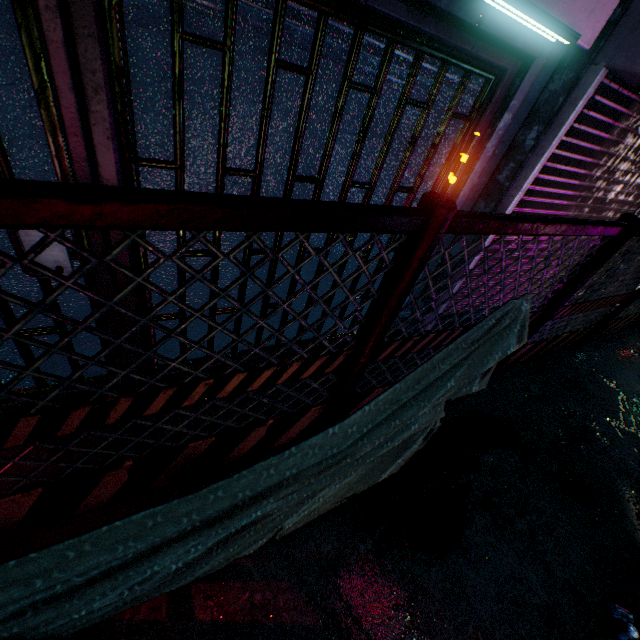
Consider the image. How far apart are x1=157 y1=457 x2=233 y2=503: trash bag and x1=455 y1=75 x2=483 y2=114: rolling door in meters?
2.0

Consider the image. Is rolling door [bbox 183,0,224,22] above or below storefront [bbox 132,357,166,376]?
above

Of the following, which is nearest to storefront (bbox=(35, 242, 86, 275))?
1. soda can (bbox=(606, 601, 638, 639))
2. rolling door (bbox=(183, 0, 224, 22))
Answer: rolling door (bbox=(183, 0, 224, 22))

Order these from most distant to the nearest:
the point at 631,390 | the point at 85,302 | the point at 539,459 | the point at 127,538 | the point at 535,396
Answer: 1. the point at 631,390
2. the point at 535,396
3. the point at 539,459
4. the point at 85,302
5. the point at 127,538

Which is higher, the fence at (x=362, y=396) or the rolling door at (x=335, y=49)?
the rolling door at (x=335, y=49)

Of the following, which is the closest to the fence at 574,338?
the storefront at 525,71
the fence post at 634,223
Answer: the fence post at 634,223

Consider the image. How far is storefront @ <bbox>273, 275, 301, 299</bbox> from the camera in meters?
2.4 m

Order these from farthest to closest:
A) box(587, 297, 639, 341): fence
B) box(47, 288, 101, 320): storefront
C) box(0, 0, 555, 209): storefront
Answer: box(587, 297, 639, 341): fence, box(47, 288, 101, 320): storefront, box(0, 0, 555, 209): storefront
